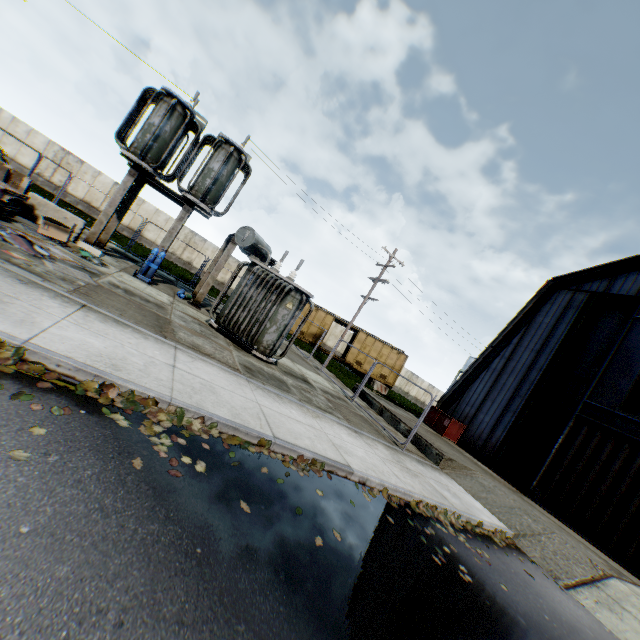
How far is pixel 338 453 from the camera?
6.8m

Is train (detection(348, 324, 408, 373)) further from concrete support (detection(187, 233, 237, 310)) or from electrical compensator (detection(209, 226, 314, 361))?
electrical compensator (detection(209, 226, 314, 361))

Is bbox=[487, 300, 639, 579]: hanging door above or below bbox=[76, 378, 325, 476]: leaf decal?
above

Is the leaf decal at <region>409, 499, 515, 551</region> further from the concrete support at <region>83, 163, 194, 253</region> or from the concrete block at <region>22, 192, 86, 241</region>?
the concrete block at <region>22, 192, 86, 241</region>

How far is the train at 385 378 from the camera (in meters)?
29.50

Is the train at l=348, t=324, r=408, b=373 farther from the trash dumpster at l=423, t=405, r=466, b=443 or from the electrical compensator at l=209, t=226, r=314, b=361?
the electrical compensator at l=209, t=226, r=314, b=361

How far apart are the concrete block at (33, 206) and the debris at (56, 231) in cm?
81

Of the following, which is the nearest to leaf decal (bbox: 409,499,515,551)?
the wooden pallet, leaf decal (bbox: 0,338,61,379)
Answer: leaf decal (bbox: 0,338,61,379)
